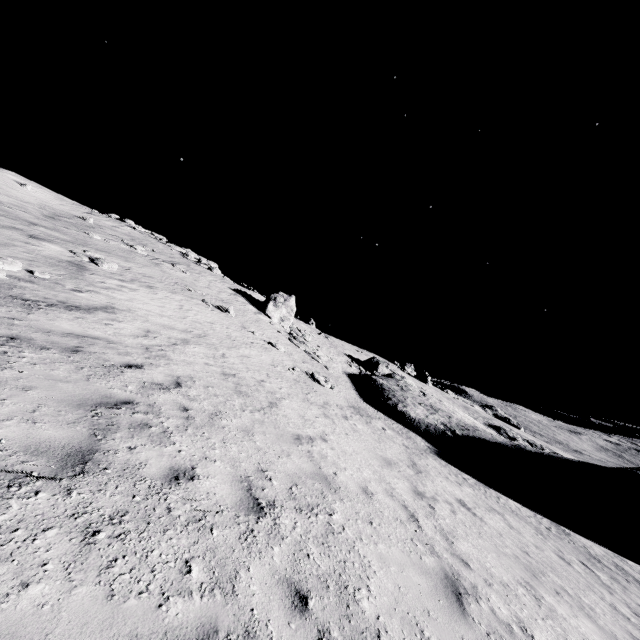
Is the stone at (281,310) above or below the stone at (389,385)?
above

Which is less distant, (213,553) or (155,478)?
(213,553)

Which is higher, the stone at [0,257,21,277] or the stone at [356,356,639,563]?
the stone at [0,257,21,277]

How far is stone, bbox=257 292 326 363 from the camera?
27.0m

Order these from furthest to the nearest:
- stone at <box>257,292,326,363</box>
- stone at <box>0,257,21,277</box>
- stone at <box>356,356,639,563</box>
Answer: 1. stone at <box>257,292,326,363</box>
2. stone at <box>356,356,639,563</box>
3. stone at <box>0,257,21,277</box>

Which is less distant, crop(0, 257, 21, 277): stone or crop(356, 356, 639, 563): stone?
crop(0, 257, 21, 277): stone

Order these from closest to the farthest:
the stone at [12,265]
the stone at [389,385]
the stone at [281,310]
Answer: the stone at [12,265] → the stone at [389,385] → the stone at [281,310]
